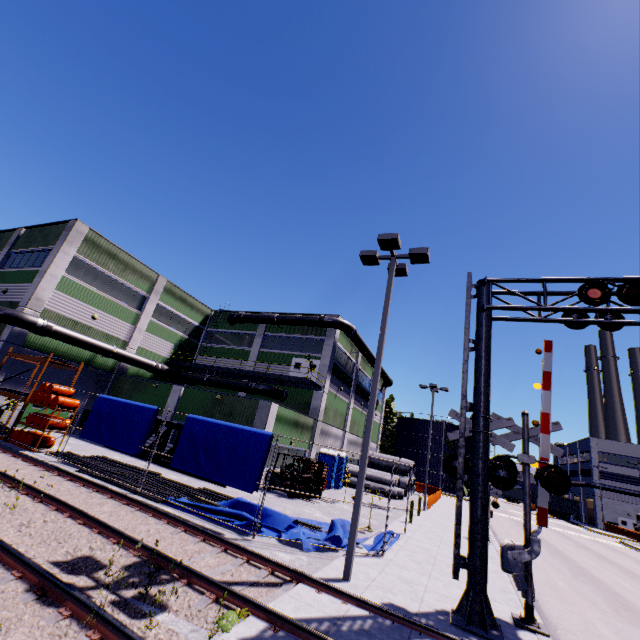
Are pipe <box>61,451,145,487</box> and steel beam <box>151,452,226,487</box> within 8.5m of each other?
yes

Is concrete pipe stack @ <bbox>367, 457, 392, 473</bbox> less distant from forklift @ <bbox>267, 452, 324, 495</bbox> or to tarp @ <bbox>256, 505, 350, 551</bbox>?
tarp @ <bbox>256, 505, 350, 551</bbox>

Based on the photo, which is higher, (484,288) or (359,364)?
(359,364)

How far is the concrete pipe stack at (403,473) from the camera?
33.8 meters

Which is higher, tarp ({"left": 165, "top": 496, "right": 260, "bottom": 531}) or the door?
the door

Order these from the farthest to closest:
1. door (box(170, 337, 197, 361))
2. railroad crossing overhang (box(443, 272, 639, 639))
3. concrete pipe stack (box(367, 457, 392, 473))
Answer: concrete pipe stack (box(367, 457, 392, 473)), door (box(170, 337, 197, 361)), railroad crossing overhang (box(443, 272, 639, 639))

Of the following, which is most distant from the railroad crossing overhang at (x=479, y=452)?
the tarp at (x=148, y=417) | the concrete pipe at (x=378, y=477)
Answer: the concrete pipe at (x=378, y=477)

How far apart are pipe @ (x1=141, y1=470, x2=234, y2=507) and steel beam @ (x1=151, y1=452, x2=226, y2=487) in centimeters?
152cm
